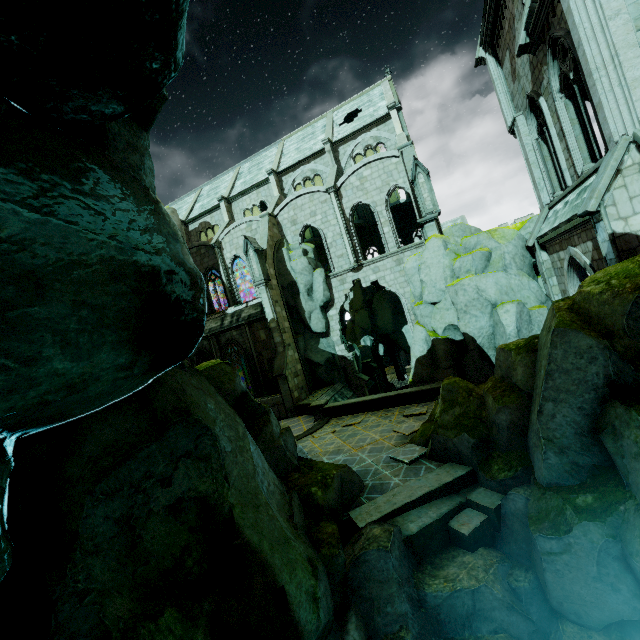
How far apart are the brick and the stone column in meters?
0.0 m

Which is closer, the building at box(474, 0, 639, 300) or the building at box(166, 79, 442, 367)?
the building at box(474, 0, 639, 300)

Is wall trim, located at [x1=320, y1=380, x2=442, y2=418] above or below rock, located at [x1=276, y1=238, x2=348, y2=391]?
below

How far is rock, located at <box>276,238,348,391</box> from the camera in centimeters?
2492cm

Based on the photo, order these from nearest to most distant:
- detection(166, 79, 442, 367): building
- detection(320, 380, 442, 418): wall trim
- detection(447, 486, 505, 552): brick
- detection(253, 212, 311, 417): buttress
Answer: detection(447, 486, 505, 552): brick < detection(320, 380, 442, 418): wall trim < detection(253, 212, 311, 417): buttress < detection(166, 79, 442, 367): building

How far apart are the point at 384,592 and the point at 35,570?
6.0 meters

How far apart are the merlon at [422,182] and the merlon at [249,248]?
10.98m

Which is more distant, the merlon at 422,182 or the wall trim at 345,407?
the merlon at 422,182
